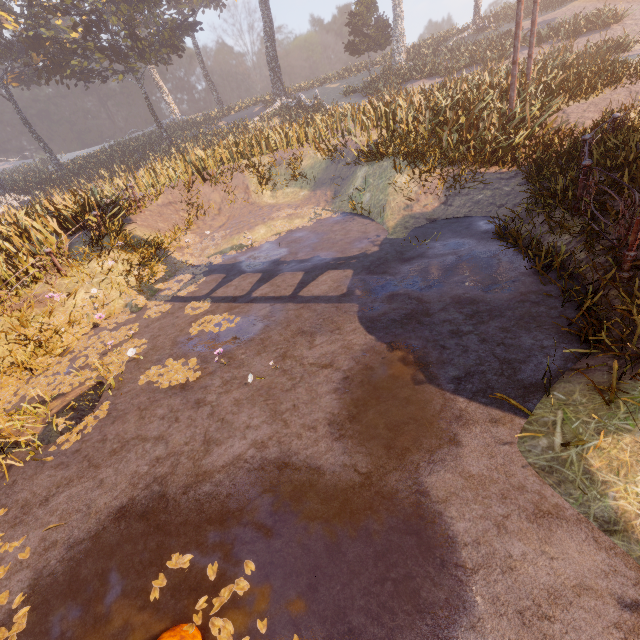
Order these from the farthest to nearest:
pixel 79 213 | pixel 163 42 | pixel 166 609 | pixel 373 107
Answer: pixel 163 42, pixel 373 107, pixel 79 213, pixel 166 609

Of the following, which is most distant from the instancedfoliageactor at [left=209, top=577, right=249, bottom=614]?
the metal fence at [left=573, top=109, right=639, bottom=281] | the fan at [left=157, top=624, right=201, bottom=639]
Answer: the metal fence at [left=573, top=109, right=639, bottom=281]

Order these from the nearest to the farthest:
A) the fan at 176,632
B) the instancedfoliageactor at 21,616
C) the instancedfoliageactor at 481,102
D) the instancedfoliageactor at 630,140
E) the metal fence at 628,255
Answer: the fan at 176,632
the instancedfoliageactor at 21,616
the metal fence at 628,255
the instancedfoliageactor at 630,140
the instancedfoliageactor at 481,102

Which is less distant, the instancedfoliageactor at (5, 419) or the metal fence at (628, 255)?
the metal fence at (628, 255)

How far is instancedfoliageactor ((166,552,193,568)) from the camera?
3.0m

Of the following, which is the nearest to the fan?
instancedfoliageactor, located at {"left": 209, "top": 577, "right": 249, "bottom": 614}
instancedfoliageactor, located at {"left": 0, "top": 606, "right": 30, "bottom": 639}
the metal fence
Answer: instancedfoliageactor, located at {"left": 209, "top": 577, "right": 249, "bottom": 614}

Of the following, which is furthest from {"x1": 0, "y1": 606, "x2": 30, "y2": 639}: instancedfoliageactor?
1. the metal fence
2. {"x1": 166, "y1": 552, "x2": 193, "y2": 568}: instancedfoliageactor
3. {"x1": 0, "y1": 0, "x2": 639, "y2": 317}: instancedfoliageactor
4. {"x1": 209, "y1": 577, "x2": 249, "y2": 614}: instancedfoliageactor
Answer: the metal fence

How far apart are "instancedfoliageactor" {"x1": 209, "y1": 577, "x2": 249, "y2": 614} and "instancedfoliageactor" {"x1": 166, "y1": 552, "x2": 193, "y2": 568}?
0.4 meters
